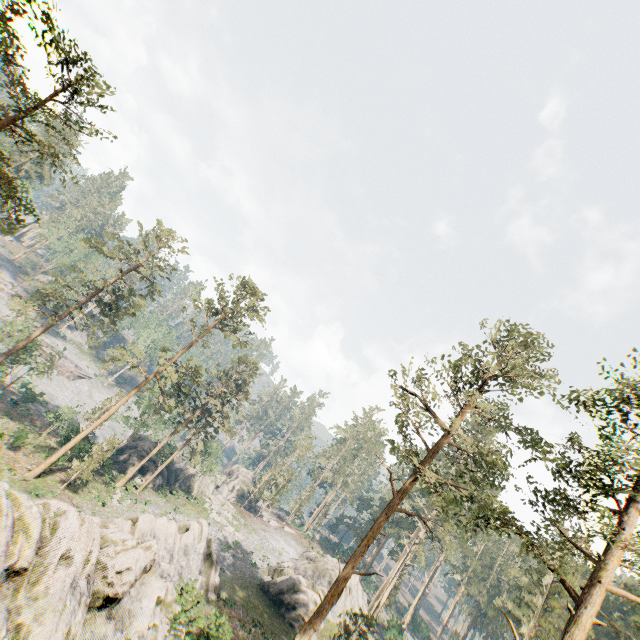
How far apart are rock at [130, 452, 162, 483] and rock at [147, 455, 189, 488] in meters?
5.5

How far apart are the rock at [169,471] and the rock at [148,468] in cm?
554

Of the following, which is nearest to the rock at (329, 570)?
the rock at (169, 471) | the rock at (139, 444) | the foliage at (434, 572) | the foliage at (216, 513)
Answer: the foliage at (216, 513)

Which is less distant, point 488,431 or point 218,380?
point 488,431

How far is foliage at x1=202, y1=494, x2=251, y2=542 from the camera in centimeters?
4484cm

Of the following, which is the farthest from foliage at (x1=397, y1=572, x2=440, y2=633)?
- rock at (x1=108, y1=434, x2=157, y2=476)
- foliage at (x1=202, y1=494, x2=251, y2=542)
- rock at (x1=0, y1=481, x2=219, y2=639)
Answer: rock at (x1=108, y1=434, x2=157, y2=476)

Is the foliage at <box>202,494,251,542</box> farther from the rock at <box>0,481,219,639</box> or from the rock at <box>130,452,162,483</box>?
the rock at <box>0,481,219,639</box>
